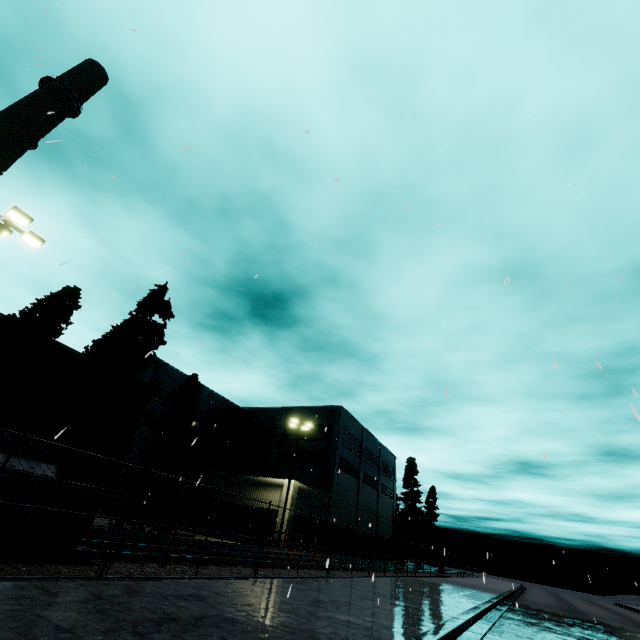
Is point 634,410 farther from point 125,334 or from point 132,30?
point 125,334

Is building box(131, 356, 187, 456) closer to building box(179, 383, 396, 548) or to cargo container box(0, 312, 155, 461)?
cargo container box(0, 312, 155, 461)

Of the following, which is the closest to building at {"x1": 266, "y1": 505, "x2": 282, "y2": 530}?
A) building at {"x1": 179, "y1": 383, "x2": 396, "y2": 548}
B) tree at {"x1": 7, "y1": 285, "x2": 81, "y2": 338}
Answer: tree at {"x1": 7, "y1": 285, "x2": 81, "y2": 338}

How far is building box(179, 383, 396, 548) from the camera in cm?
3150

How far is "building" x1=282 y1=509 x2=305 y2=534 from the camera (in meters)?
26.93

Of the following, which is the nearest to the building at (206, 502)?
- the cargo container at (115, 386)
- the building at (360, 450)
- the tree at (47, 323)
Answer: the tree at (47, 323)
